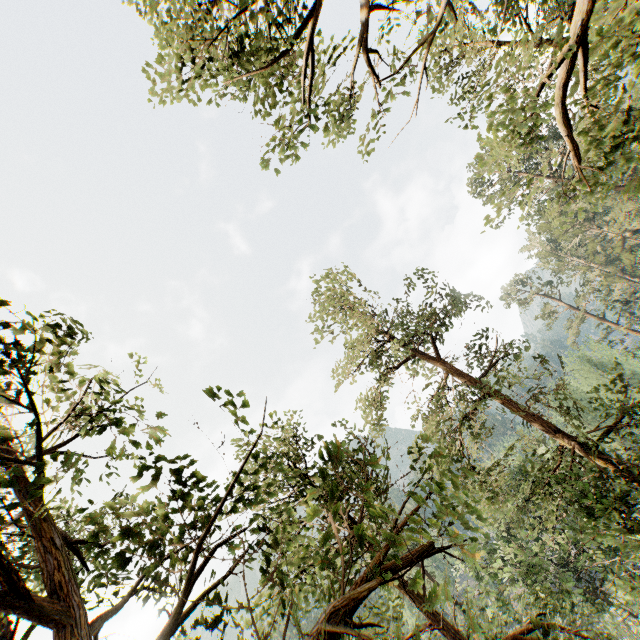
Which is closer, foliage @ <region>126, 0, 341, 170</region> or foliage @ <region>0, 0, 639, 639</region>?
foliage @ <region>0, 0, 639, 639</region>

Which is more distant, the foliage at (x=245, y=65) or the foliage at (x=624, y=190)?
the foliage at (x=245, y=65)

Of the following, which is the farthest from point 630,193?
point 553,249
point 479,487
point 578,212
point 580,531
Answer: point 553,249

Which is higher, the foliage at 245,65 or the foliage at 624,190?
the foliage at 245,65

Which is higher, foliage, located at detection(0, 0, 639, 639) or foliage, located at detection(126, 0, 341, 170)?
foliage, located at detection(126, 0, 341, 170)
